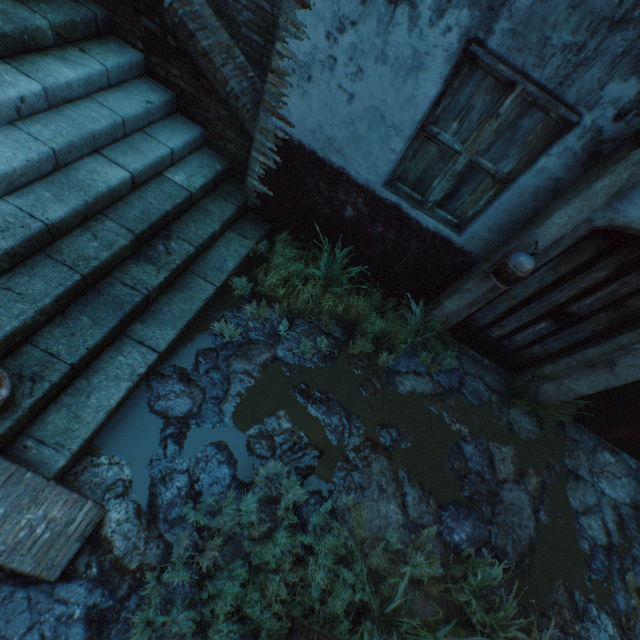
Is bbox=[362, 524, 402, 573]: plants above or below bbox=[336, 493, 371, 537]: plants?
below

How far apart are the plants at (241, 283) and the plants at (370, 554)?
1.19m

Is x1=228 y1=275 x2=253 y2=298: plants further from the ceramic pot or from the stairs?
the ceramic pot

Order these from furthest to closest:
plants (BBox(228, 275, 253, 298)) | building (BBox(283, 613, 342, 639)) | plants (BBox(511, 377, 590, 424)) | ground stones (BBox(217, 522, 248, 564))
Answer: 1. plants (BBox(511, 377, 590, 424))
2. plants (BBox(228, 275, 253, 298))
3. ground stones (BBox(217, 522, 248, 564))
4. building (BBox(283, 613, 342, 639))

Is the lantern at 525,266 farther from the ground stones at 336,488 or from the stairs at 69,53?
the stairs at 69,53

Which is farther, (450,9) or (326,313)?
(326,313)

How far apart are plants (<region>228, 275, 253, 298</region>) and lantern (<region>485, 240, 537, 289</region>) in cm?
98

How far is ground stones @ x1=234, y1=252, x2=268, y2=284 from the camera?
4.0 meters
